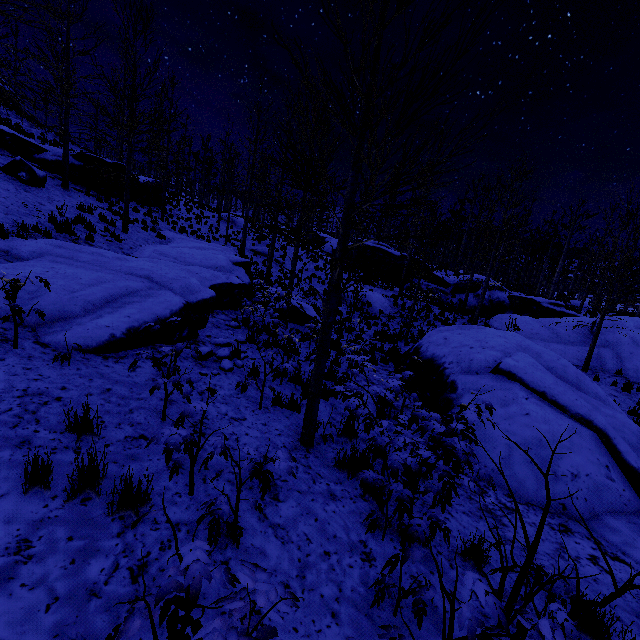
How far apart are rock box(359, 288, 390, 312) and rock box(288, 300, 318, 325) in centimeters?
588cm

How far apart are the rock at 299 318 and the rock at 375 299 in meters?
5.9

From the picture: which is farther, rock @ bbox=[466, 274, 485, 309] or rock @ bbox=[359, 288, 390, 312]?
rock @ bbox=[466, 274, 485, 309]

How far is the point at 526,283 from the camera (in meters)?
43.44

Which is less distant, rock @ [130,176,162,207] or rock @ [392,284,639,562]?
rock @ [392,284,639,562]

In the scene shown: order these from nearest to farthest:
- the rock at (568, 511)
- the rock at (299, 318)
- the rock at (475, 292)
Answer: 1. the rock at (568, 511)
2. the rock at (299, 318)
3. the rock at (475, 292)

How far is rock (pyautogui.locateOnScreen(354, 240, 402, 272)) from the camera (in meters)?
28.16
